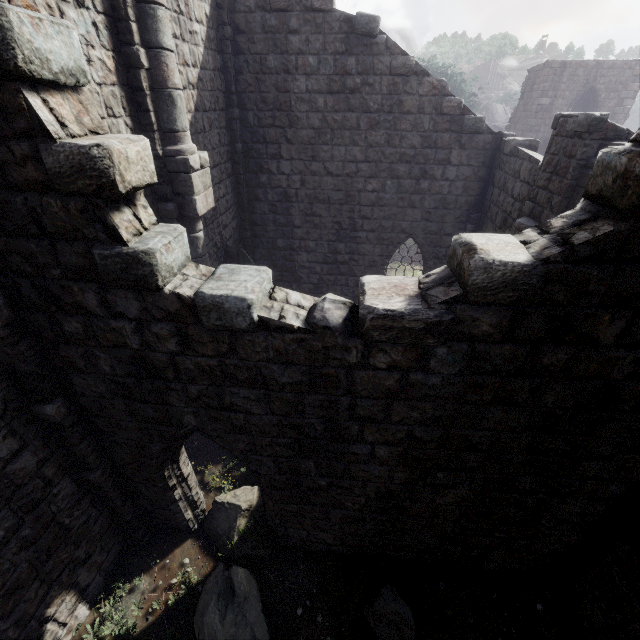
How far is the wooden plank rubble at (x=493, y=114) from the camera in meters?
46.4

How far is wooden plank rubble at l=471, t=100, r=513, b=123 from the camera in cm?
4638

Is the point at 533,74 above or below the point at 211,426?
above

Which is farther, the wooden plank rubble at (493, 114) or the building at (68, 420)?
the wooden plank rubble at (493, 114)

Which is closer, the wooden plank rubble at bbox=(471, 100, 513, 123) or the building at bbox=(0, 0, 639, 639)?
the building at bbox=(0, 0, 639, 639)
